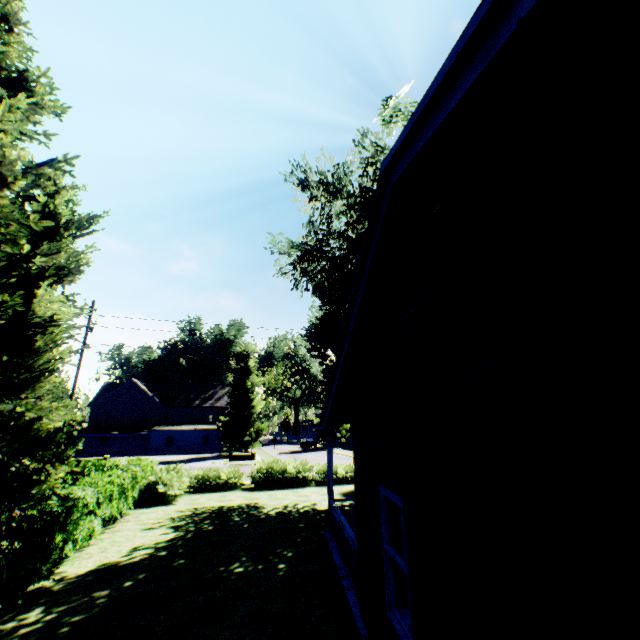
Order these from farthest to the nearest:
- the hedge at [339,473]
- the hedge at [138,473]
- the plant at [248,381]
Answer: the plant at [248,381], the hedge at [339,473], the hedge at [138,473]

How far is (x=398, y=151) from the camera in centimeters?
261cm

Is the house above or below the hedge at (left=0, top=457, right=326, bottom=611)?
above

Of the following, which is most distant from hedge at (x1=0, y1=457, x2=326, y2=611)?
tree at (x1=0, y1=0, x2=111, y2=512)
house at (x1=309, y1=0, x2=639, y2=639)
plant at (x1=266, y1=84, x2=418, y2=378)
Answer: house at (x1=309, y1=0, x2=639, y2=639)

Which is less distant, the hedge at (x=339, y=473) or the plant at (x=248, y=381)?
the hedge at (x=339, y=473)

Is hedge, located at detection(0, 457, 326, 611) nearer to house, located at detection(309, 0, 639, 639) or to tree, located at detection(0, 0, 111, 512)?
tree, located at detection(0, 0, 111, 512)

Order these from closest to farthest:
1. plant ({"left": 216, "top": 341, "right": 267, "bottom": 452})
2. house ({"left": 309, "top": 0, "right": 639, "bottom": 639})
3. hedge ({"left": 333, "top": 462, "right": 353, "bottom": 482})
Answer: house ({"left": 309, "top": 0, "right": 639, "bottom": 639}) → hedge ({"left": 333, "top": 462, "right": 353, "bottom": 482}) → plant ({"left": 216, "top": 341, "right": 267, "bottom": 452})

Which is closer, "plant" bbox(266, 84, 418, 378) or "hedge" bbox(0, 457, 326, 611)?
"hedge" bbox(0, 457, 326, 611)
